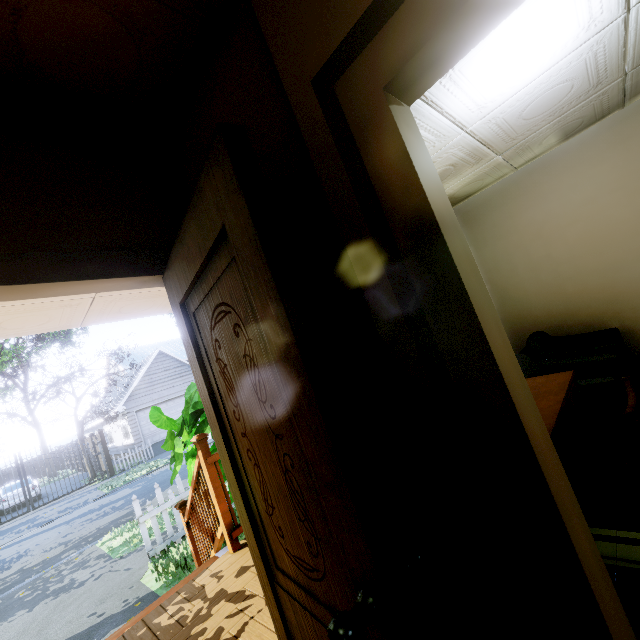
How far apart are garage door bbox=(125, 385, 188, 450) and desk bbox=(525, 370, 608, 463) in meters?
23.2 m

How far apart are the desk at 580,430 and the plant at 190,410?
2.6m

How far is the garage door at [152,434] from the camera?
20.7 meters

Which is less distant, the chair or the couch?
the chair

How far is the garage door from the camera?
20.7 meters

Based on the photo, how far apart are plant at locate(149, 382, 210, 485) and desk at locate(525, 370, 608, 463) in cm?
258

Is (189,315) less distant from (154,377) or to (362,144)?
(362,144)

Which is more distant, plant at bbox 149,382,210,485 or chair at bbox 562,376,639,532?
plant at bbox 149,382,210,485
